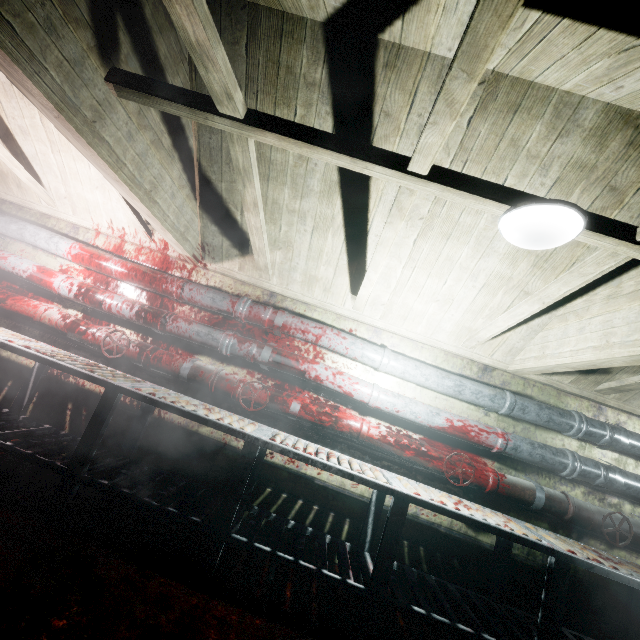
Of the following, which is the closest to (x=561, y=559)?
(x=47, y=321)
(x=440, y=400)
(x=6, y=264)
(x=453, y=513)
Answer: (x=453, y=513)

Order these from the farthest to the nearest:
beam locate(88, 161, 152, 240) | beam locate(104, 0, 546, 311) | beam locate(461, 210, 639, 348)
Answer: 1. beam locate(88, 161, 152, 240)
2. beam locate(461, 210, 639, 348)
3. beam locate(104, 0, 546, 311)

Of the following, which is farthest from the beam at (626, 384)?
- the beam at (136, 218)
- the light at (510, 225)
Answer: the beam at (136, 218)

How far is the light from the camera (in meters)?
1.32

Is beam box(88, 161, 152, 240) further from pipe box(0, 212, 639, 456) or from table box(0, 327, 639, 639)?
table box(0, 327, 639, 639)

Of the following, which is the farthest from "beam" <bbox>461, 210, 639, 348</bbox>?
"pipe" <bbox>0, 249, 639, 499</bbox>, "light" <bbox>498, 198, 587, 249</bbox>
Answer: "pipe" <bbox>0, 249, 639, 499</bbox>

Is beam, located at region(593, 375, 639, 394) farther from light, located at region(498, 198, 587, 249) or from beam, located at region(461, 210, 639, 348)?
light, located at region(498, 198, 587, 249)

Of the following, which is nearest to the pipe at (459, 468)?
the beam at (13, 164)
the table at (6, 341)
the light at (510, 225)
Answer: the table at (6, 341)
